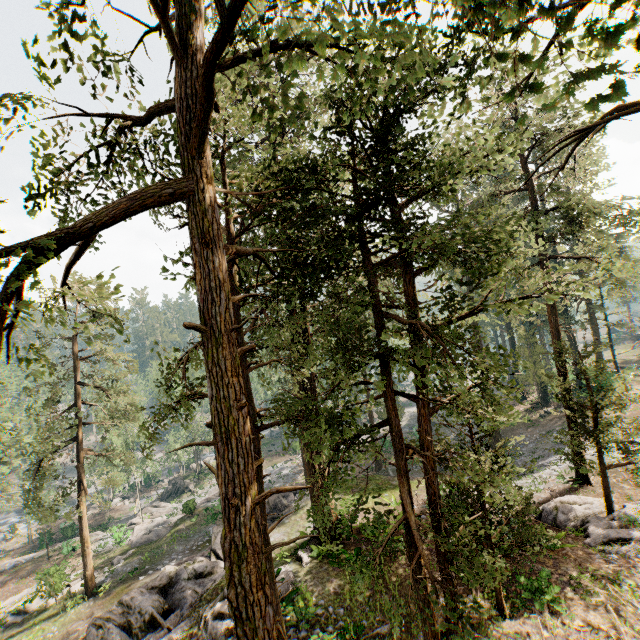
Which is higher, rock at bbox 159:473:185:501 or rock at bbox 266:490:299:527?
rock at bbox 266:490:299:527

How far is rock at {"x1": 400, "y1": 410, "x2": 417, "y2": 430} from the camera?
52.1 meters

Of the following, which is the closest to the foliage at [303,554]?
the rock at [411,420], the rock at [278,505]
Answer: the rock at [278,505]

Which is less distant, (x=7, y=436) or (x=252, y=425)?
(x=252, y=425)

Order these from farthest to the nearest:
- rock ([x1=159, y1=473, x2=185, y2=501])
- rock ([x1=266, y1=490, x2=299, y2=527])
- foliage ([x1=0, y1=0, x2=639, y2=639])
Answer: rock ([x1=159, y1=473, x2=185, y2=501]) → rock ([x1=266, y1=490, x2=299, y2=527]) → foliage ([x1=0, y1=0, x2=639, y2=639])

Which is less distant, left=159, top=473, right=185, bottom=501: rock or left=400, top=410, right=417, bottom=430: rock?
left=159, top=473, right=185, bottom=501: rock

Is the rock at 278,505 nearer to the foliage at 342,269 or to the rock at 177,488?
the foliage at 342,269

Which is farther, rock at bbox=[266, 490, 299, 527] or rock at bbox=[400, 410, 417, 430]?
rock at bbox=[400, 410, 417, 430]
